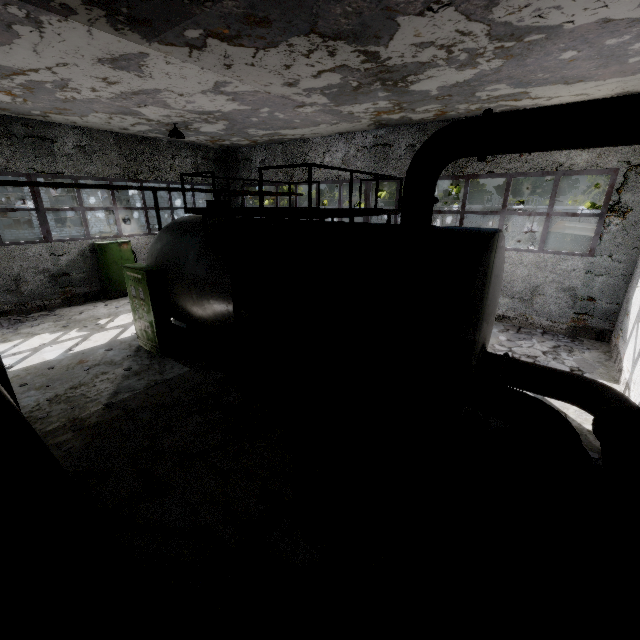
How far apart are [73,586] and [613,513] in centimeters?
479cm

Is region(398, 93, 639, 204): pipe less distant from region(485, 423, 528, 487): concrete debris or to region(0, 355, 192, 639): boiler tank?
region(0, 355, 192, 639): boiler tank

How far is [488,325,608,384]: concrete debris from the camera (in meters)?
8.66

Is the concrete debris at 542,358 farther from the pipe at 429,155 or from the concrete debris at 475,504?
the pipe at 429,155

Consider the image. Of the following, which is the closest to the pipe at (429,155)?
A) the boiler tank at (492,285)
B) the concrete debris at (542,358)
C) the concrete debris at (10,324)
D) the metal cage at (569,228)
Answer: the concrete debris at (10,324)

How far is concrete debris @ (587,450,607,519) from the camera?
4.55m

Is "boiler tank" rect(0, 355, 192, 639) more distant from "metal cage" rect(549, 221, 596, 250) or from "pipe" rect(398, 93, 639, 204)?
"metal cage" rect(549, 221, 596, 250)

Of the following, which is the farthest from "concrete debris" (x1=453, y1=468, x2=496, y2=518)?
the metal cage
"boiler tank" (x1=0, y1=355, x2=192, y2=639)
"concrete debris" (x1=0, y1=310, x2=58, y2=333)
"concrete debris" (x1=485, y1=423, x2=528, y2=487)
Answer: "concrete debris" (x1=0, y1=310, x2=58, y2=333)
